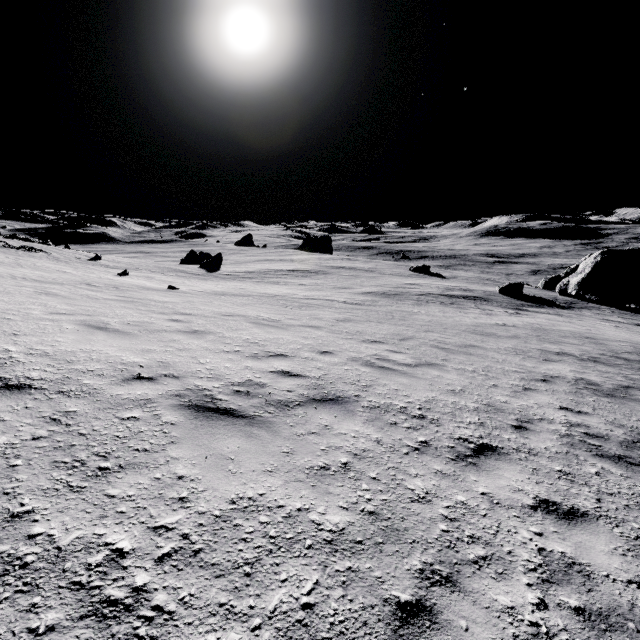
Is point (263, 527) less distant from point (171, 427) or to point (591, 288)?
point (171, 427)
